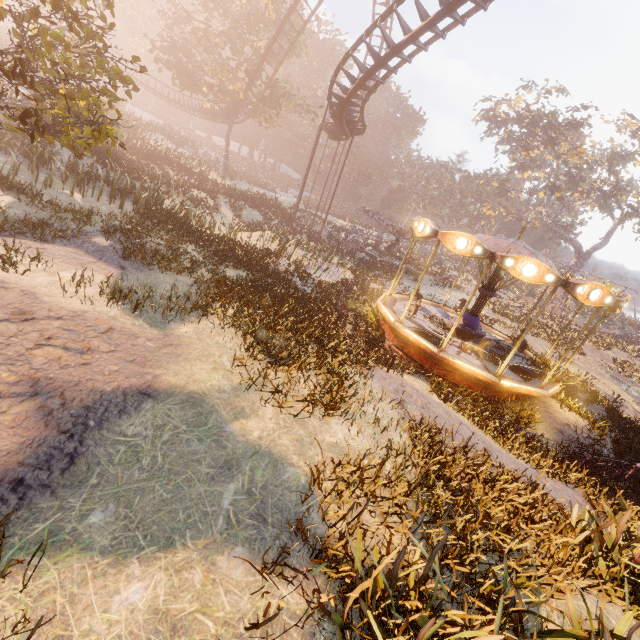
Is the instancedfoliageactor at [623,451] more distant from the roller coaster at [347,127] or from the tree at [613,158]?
the tree at [613,158]

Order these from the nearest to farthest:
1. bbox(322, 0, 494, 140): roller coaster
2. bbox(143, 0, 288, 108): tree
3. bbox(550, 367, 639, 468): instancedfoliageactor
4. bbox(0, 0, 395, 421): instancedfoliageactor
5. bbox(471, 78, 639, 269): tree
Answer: bbox(0, 0, 395, 421): instancedfoliageactor → bbox(550, 367, 639, 468): instancedfoliageactor → bbox(322, 0, 494, 140): roller coaster → bbox(143, 0, 288, 108): tree → bbox(471, 78, 639, 269): tree

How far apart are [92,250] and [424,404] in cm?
1017

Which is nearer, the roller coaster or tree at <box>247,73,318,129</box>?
the roller coaster

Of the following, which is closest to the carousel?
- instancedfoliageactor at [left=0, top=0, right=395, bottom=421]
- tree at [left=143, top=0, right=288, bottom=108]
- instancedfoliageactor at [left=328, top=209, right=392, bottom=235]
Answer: instancedfoliageactor at [left=0, top=0, right=395, bottom=421]

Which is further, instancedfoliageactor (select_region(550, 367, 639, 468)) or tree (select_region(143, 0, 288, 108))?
tree (select_region(143, 0, 288, 108))

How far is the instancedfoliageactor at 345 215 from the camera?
49.04m

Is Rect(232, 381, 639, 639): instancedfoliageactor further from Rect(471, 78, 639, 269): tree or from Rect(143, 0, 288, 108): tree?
Rect(471, 78, 639, 269): tree
